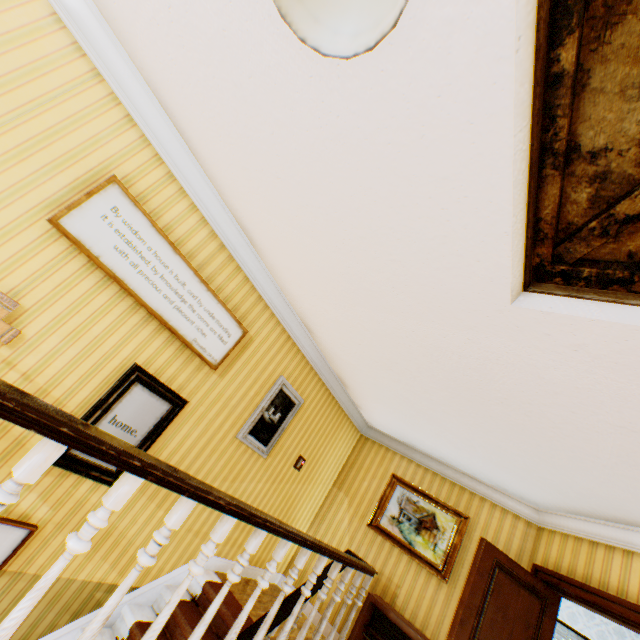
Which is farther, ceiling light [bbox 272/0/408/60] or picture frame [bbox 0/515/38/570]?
picture frame [bbox 0/515/38/570]

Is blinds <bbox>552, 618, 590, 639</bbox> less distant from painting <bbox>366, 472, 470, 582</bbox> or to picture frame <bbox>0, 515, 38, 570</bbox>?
painting <bbox>366, 472, 470, 582</bbox>

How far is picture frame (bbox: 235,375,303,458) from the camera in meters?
4.3

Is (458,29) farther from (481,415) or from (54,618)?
(54,618)

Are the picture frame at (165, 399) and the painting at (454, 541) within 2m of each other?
no

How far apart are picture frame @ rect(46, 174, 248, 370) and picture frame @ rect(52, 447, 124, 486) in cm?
38

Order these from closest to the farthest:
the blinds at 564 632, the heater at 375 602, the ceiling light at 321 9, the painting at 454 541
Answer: the ceiling light at 321 9 < the heater at 375 602 < the painting at 454 541 < the blinds at 564 632

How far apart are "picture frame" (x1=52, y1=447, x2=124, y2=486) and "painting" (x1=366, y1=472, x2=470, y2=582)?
4.1 meters
